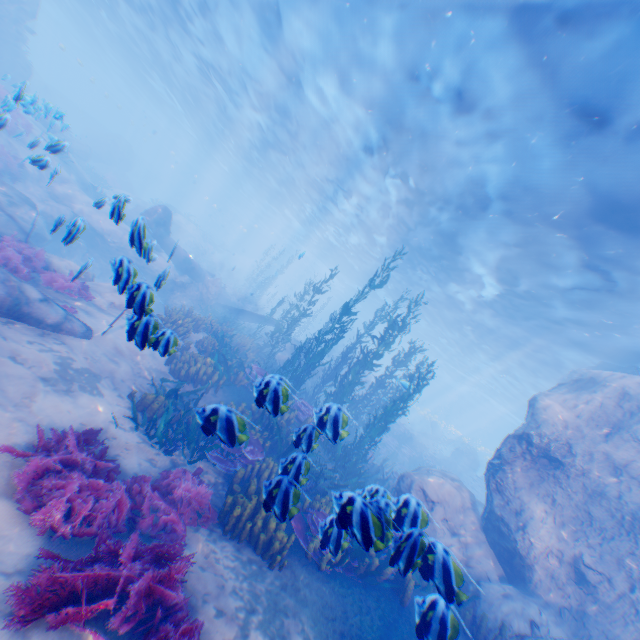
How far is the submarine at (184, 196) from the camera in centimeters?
5356cm

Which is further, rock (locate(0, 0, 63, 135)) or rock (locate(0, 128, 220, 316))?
rock (locate(0, 0, 63, 135))

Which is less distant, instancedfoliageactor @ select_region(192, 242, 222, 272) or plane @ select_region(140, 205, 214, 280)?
plane @ select_region(140, 205, 214, 280)

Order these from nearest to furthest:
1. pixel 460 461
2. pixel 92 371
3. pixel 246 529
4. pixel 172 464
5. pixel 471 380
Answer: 1. pixel 246 529
2. pixel 172 464
3. pixel 92 371
4. pixel 460 461
5. pixel 471 380

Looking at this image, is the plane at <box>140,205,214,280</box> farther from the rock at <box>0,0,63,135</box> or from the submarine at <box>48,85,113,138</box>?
the submarine at <box>48,85,113,138</box>

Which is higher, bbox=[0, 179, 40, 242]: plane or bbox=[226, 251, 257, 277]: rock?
bbox=[226, 251, 257, 277]: rock

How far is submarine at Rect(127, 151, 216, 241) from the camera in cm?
5356

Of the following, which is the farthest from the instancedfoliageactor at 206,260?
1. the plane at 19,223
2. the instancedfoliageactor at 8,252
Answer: the instancedfoliageactor at 8,252
